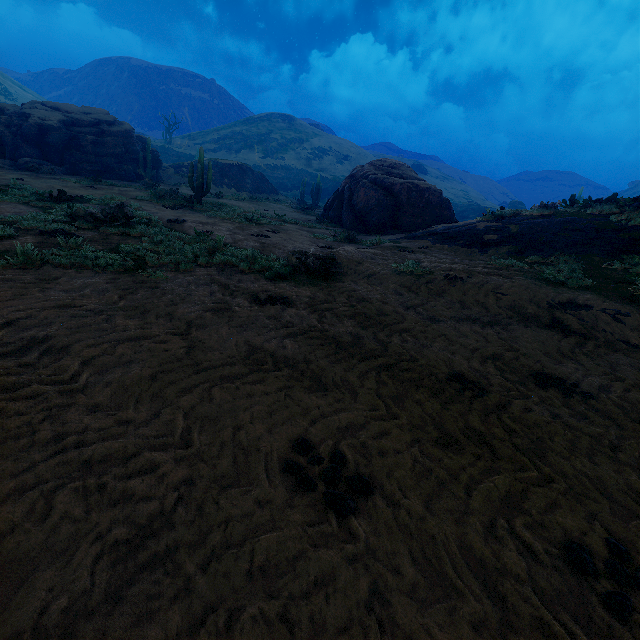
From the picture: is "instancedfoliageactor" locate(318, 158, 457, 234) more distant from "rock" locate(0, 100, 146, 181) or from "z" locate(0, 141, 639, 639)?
"z" locate(0, 141, 639, 639)

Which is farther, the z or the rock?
the rock

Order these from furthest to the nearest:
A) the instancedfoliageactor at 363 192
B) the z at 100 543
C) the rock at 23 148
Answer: the rock at 23 148, the instancedfoliageactor at 363 192, the z at 100 543

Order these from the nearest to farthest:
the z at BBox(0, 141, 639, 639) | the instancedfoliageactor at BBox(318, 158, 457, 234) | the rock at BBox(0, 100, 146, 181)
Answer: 1. the z at BBox(0, 141, 639, 639)
2. the instancedfoliageactor at BBox(318, 158, 457, 234)
3. the rock at BBox(0, 100, 146, 181)

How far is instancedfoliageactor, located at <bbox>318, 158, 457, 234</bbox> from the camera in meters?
17.2

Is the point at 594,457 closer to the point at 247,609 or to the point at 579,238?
the point at 247,609

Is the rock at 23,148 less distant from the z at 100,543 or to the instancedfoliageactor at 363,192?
the instancedfoliageactor at 363,192
